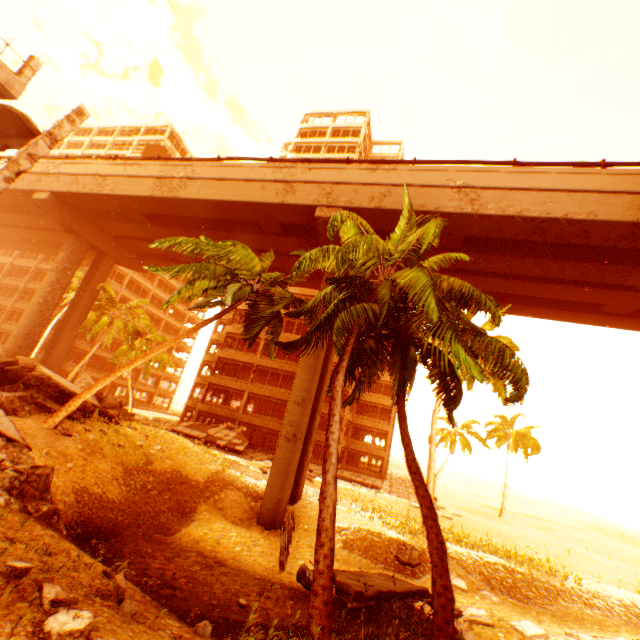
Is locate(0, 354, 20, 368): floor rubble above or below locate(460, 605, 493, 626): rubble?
above

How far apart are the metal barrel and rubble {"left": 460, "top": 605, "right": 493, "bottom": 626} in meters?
5.6 m

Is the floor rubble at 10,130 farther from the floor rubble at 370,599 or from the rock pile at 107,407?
the floor rubble at 370,599

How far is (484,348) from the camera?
10.45m

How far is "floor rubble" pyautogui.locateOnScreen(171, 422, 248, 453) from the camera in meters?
28.1

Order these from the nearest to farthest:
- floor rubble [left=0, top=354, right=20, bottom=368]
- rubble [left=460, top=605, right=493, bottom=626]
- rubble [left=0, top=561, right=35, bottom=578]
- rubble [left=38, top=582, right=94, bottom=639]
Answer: rubble [left=38, top=582, right=94, bottom=639] < rubble [left=0, top=561, right=35, bottom=578] < rubble [left=460, top=605, right=493, bottom=626] < floor rubble [left=0, top=354, right=20, bottom=368]

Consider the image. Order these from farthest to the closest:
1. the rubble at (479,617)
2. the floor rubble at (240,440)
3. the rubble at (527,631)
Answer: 1. the floor rubble at (240,440)
2. the rubble at (479,617)
3. the rubble at (527,631)

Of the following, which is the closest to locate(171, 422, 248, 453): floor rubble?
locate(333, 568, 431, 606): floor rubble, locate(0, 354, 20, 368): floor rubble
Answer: locate(0, 354, 20, 368): floor rubble
